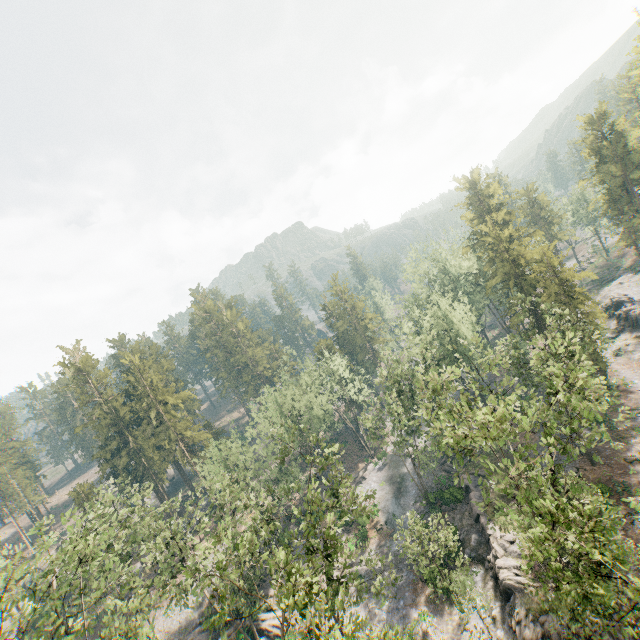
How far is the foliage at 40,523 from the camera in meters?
23.2

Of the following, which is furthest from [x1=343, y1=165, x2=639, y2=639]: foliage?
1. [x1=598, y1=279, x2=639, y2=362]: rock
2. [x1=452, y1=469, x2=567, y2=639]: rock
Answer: [x1=598, y1=279, x2=639, y2=362]: rock

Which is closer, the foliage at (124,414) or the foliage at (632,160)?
the foliage at (124,414)

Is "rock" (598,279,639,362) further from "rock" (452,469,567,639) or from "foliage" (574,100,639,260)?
"rock" (452,469,567,639)

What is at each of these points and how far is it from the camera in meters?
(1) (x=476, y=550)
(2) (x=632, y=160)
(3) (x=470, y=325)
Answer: (1) rock, 33.6 m
(2) foliage, 47.9 m
(3) foliage, 43.3 m

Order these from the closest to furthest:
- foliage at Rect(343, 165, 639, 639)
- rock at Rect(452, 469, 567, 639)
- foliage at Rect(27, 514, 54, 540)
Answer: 1. foliage at Rect(343, 165, 639, 639)
2. foliage at Rect(27, 514, 54, 540)
3. rock at Rect(452, 469, 567, 639)
